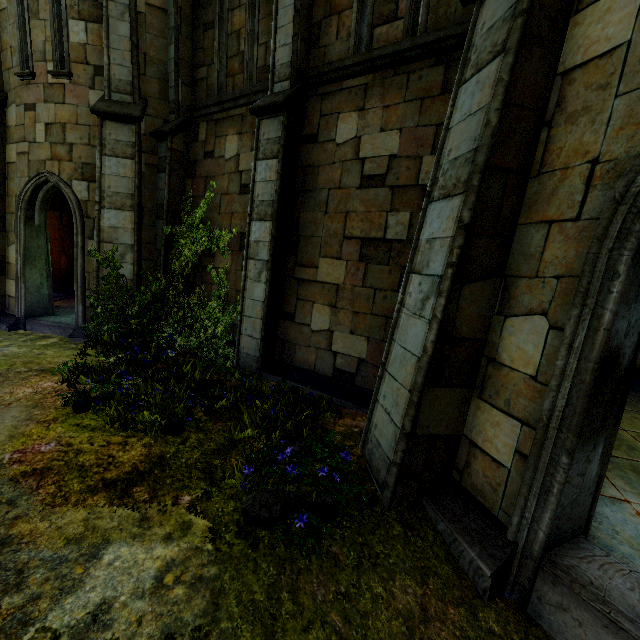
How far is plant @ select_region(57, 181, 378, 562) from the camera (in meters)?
3.15

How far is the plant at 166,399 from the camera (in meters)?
3.15

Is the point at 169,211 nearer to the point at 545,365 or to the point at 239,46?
the point at 239,46
